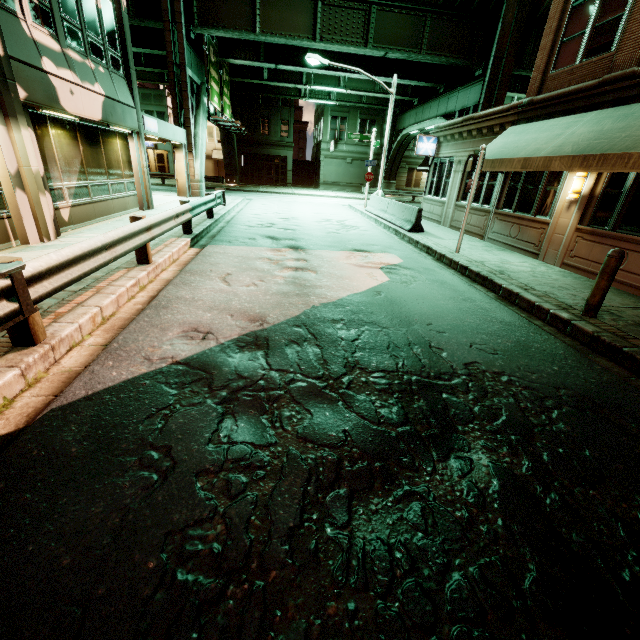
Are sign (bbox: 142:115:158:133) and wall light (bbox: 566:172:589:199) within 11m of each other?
no

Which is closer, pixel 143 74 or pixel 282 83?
pixel 282 83

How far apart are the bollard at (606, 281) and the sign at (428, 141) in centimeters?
1400cm

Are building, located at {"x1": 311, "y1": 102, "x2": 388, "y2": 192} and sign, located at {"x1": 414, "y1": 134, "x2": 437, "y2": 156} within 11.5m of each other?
no

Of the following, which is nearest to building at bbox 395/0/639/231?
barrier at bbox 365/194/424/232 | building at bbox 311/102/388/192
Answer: barrier at bbox 365/194/424/232

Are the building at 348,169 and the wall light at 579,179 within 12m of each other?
no

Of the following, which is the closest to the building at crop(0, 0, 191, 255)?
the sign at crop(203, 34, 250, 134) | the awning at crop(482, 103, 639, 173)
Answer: the sign at crop(203, 34, 250, 134)

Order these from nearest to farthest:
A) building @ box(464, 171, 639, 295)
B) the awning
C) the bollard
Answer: the bollard, the awning, building @ box(464, 171, 639, 295)
